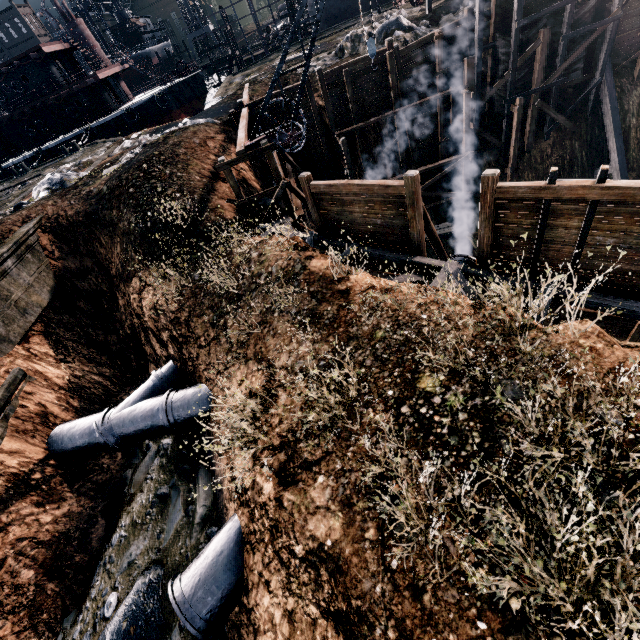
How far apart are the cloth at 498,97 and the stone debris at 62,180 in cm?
2765

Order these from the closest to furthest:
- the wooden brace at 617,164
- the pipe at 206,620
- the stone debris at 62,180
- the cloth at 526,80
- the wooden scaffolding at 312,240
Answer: the pipe at 206,620 < the wooden scaffolding at 312,240 < the stone debris at 62,180 < the cloth at 526,80 < the wooden brace at 617,164

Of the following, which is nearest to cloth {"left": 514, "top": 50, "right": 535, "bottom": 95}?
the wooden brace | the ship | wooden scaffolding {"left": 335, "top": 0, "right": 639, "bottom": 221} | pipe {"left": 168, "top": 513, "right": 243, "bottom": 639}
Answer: wooden scaffolding {"left": 335, "top": 0, "right": 639, "bottom": 221}

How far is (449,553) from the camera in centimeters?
487cm

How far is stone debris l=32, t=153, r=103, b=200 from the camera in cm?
2009

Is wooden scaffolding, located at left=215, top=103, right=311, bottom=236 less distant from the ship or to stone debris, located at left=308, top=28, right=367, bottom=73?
stone debris, located at left=308, top=28, right=367, bottom=73

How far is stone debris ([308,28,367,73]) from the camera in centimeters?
2497cm
